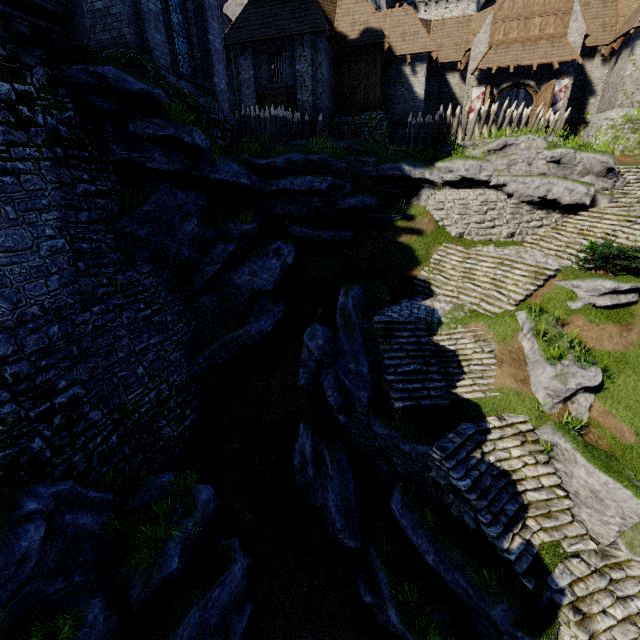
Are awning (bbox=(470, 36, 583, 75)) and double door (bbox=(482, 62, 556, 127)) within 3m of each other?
yes

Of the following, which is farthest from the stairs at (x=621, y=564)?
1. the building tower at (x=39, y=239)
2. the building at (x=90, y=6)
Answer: the building at (x=90, y=6)

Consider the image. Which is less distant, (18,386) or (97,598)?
(97,598)

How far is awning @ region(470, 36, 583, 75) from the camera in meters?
20.0 m

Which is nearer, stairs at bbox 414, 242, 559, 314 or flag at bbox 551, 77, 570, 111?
stairs at bbox 414, 242, 559, 314

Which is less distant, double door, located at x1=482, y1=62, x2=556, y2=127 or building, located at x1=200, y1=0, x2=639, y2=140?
building, located at x1=200, y1=0, x2=639, y2=140

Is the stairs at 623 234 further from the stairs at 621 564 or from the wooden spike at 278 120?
the wooden spike at 278 120

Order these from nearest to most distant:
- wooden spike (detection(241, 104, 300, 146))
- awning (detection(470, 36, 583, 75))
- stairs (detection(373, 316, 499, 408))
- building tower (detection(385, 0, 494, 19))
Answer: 1. stairs (detection(373, 316, 499, 408))
2. wooden spike (detection(241, 104, 300, 146))
3. awning (detection(470, 36, 583, 75))
4. building tower (detection(385, 0, 494, 19))
